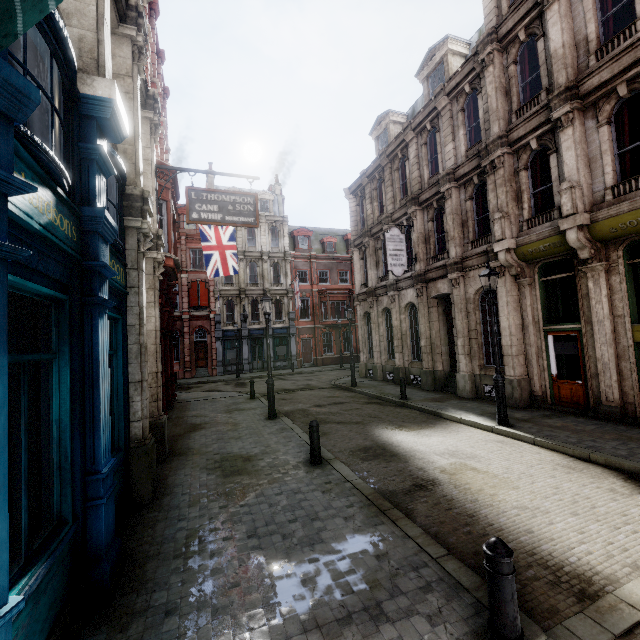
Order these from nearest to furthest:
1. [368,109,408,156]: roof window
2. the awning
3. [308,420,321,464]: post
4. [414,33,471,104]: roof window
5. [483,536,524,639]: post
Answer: the awning
[483,536,524,639]: post
[308,420,321,464]: post
[414,33,471,104]: roof window
[368,109,408,156]: roof window

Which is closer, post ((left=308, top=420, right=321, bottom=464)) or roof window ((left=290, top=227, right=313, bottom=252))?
post ((left=308, top=420, right=321, bottom=464))

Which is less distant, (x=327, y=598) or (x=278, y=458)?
(x=327, y=598)

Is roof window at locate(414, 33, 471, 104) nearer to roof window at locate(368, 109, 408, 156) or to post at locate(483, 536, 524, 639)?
roof window at locate(368, 109, 408, 156)

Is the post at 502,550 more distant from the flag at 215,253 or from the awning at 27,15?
the flag at 215,253

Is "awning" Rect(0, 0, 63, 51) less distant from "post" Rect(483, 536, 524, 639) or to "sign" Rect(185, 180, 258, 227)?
"sign" Rect(185, 180, 258, 227)

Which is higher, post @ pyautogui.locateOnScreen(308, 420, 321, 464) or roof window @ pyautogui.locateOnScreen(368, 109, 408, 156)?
roof window @ pyautogui.locateOnScreen(368, 109, 408, 156)

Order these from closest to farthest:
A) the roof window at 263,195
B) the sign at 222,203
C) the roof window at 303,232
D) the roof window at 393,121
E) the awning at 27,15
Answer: the awning at 27,15 < the sign at 222,203 < the roof window at 393,121 < the roof window at 263,195 < the roof window at 303,232
